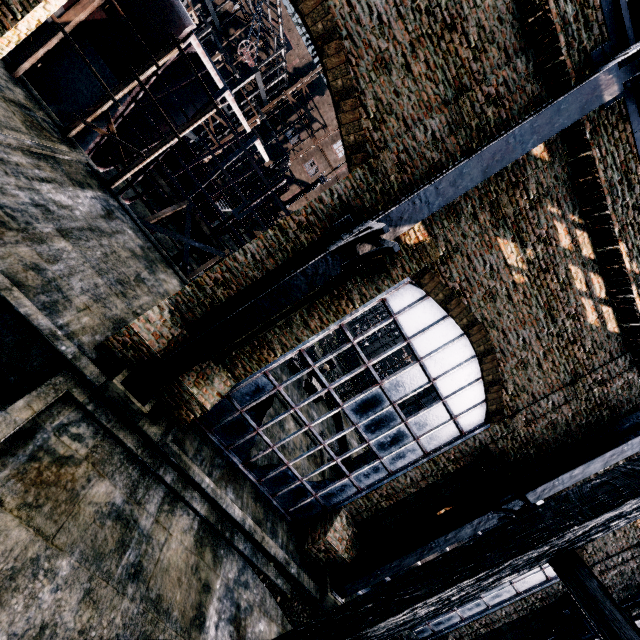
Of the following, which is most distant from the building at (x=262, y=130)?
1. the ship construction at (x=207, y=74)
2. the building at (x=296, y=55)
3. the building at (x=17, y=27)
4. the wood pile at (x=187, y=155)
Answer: the building at (x=17, y=27)

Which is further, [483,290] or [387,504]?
[387,504]

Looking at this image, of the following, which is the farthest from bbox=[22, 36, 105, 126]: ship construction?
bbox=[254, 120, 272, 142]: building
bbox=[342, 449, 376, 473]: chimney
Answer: bbox=[254, 120, 272, 142]: building

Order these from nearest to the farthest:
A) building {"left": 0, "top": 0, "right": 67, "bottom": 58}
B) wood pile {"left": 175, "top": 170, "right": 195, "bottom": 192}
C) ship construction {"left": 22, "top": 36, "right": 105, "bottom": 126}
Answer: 1. building {"left": 0, "top": 0, "right": 67, "bottom": 58}
2. ship construction {"left": 22, "top": 36, "right": 105, "bottom": 126}
3. wood pile {"left": 175, "top": 170, "right": 195, "bottom": 192}

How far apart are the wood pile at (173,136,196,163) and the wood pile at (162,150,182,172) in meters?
0.3

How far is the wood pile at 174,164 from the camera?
28.5m

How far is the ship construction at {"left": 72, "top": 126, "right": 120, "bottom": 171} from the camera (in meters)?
18.61

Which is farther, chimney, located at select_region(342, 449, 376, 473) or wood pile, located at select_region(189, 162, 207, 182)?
wood pile, located at select_region(189, 162, 207, 182)
